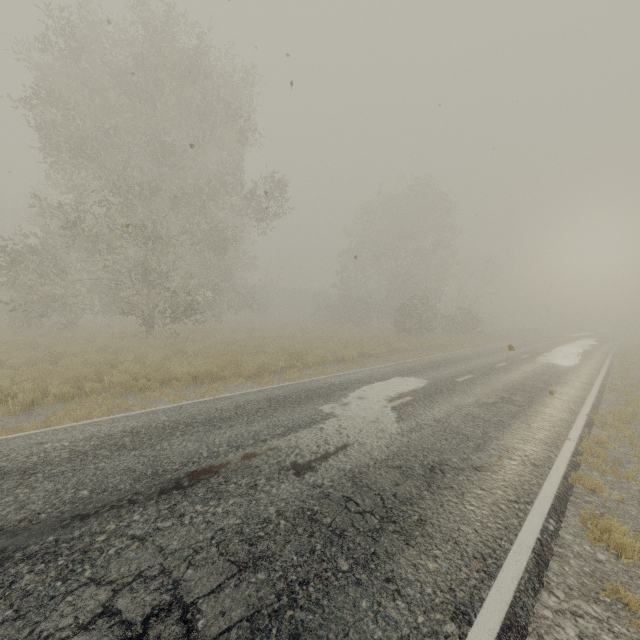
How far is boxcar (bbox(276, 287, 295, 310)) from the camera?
57.3m

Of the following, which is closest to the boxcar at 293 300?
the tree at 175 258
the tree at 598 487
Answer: the tree at 175 258

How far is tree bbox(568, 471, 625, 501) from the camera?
5.0 meters

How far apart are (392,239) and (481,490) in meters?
37.5 m

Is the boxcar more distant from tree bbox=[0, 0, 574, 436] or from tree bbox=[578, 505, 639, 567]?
tree bbox=[578, 505, 639, 567]

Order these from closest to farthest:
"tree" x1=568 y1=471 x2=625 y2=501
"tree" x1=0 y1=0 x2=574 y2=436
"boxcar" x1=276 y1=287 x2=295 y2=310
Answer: "tree" x1=568 y1=471 x2=625 y2=501
"tree" x1=0 y1=0 x2=574 y2=436
"boxcar" x1=276 y1=287 x2=295 y2=310

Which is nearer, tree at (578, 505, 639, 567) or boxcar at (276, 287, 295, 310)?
tree at (578, 505, 639, 567)

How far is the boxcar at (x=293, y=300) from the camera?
57.3 meters
